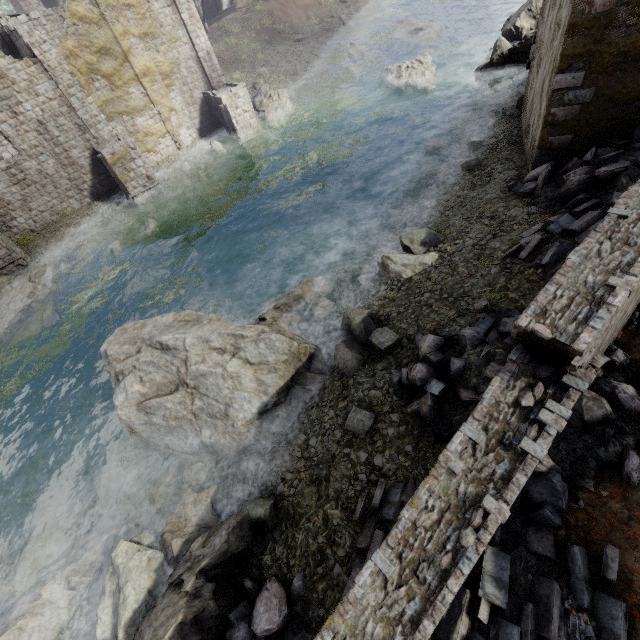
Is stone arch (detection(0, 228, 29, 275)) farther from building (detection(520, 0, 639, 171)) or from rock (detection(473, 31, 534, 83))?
rock (detection(473, 31, 534, 83))

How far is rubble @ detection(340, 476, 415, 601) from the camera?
5.9 meters

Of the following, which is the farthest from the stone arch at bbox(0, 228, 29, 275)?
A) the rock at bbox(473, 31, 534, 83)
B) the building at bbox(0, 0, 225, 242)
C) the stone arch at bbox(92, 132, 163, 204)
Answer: the rock at bbox(473, 31, 534, 83)

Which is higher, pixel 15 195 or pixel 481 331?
pixel 15 195

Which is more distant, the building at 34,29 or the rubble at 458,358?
the building at 34,29

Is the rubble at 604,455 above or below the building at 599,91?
below

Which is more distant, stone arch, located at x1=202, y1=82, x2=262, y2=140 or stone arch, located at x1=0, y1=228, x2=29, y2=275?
stone arch, located at x1=202, y1=82, x2=262, y2=140
